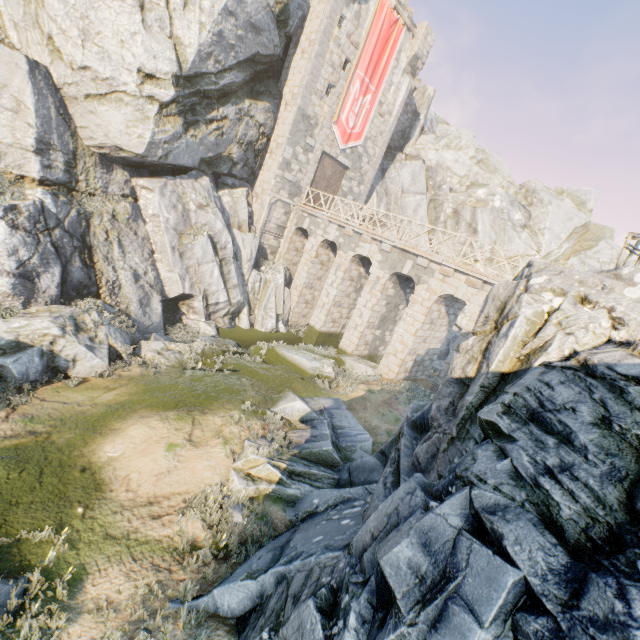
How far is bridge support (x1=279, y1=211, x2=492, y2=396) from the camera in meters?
15.8

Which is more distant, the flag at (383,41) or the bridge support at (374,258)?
the flag at (383,41)

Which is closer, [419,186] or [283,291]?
[283,291]

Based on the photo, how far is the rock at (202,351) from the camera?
13.8m

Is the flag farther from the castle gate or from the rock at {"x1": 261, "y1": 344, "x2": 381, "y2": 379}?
the rock at {"x1": 261, "y1": 344, "x2": 381, "y2": 379}

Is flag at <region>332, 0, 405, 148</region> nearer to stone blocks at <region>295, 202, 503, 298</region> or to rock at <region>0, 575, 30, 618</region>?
rock at <region>0, 575, 30, 618</region>

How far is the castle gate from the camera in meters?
23.1 m

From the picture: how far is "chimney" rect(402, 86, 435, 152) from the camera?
30.2m
